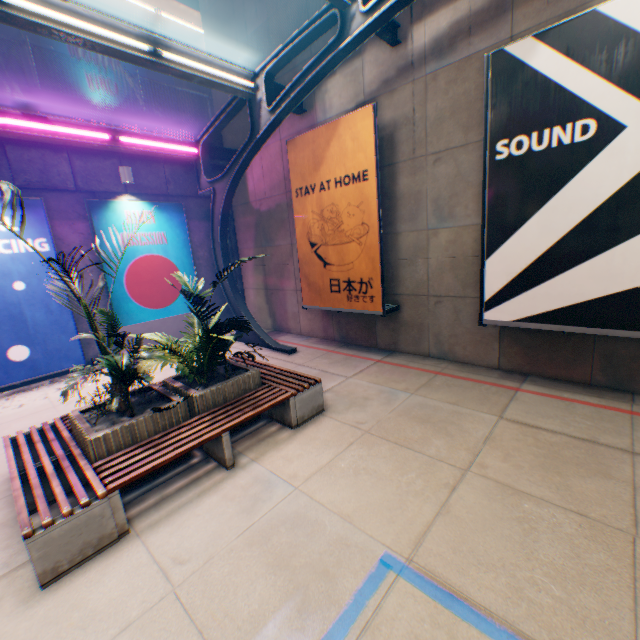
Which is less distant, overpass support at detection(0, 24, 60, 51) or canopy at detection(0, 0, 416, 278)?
canopy at detection(0, 0, 416, 278)

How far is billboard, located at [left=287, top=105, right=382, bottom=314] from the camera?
6.9 meters

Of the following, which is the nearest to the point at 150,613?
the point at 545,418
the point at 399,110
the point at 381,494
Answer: the point at 381,494

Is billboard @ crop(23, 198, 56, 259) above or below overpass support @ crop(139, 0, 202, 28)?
below

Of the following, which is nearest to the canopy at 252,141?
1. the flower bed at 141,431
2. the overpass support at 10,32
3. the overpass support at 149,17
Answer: the flower bed at 141,431

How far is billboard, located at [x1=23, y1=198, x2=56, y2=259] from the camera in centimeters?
769cm

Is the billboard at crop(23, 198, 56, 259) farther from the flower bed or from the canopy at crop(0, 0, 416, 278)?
the flower bed

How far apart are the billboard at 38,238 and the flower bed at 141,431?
4.9m
